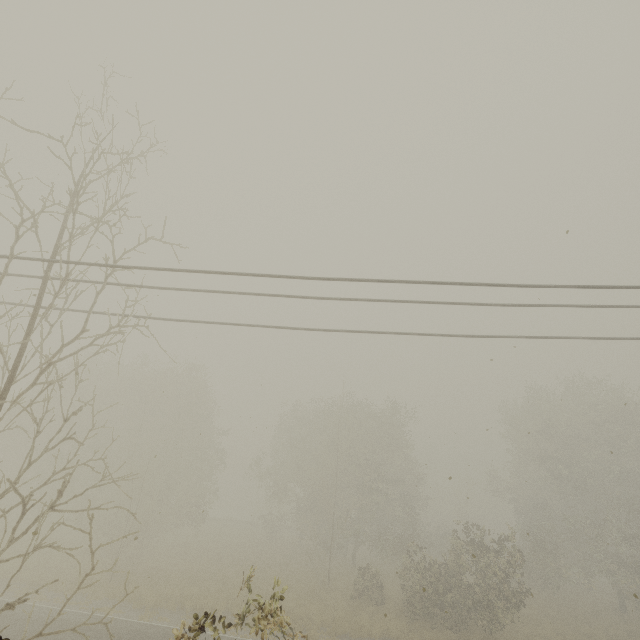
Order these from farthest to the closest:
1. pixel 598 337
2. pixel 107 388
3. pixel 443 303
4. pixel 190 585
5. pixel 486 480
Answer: pixel 486 480
pixel 107 388
pixel 190 585
pixel 598 337
pixel 443 303
